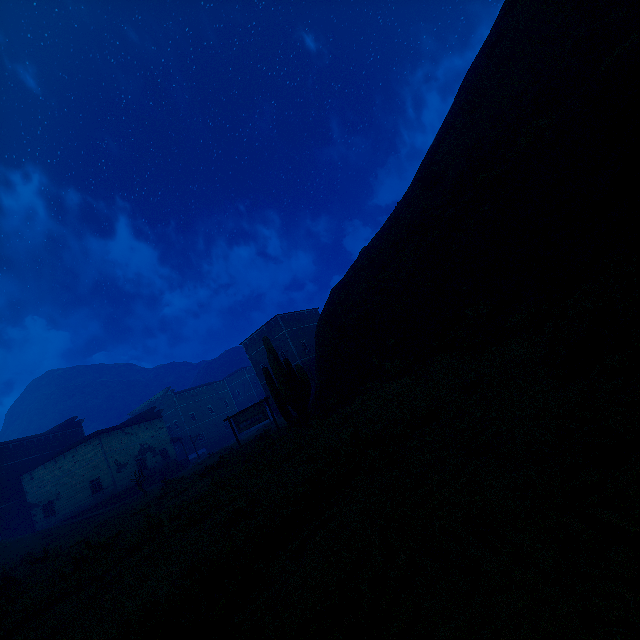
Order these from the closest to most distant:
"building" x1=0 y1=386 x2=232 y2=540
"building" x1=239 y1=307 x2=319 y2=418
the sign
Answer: the sign → "building" x1=0 y1=386 x2=232 y2=540 → "building" x1=239 y1=307 x2=319 y2=418

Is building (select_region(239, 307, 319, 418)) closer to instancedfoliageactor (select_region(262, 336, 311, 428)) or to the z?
the z

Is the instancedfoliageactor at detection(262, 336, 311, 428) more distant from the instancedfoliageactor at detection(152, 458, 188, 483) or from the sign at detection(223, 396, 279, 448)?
the instancedfoliageactor at detection(152, 458, 188, 483)

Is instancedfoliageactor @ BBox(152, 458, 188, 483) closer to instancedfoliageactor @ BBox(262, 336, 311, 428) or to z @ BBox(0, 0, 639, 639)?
z @ BBox(0, 0, 639, 639)

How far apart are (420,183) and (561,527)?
15.26m

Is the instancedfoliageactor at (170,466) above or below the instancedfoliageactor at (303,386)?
below

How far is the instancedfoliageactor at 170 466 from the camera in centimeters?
3522cm

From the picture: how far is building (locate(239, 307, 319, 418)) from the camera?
38.3m
